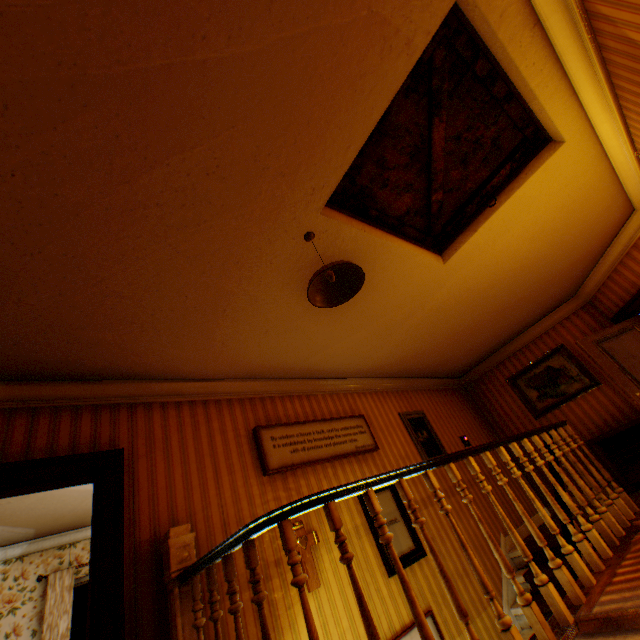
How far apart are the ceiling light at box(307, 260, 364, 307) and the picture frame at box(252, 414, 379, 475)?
2.2 meters

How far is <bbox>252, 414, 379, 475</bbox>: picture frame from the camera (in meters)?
3.95

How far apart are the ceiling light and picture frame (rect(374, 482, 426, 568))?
2.9m

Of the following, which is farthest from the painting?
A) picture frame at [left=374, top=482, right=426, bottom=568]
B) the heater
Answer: picture frame at [left=374, top=482, right=426, bottom=568]

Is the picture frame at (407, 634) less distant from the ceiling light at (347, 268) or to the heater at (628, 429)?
the ceiling light at (347, 268)

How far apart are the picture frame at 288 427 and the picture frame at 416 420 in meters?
1.0

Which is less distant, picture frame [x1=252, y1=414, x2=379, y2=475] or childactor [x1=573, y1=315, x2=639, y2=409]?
picture frame [x1=252, y1=414, x2=379, y2=475]

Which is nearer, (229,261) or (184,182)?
(184,182)
